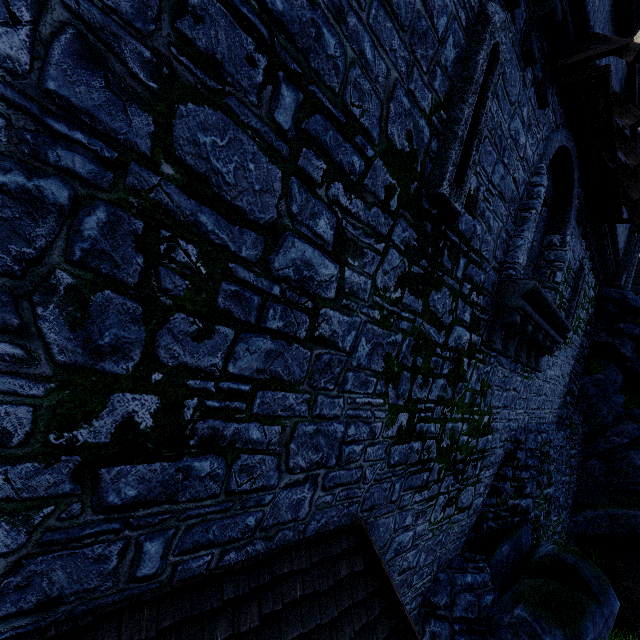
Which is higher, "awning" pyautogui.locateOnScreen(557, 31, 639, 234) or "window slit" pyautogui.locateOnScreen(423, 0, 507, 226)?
"awning" pyautogui.locateOnScreen(557, 31, 639, 234)

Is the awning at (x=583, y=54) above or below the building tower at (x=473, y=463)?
above

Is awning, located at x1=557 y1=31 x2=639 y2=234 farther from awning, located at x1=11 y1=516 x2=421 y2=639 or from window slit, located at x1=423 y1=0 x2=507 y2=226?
awning, located at x1=11 y1=516 x2=421 y2=639

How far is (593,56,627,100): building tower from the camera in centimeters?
674cm

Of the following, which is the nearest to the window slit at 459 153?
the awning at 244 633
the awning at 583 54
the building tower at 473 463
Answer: the building tower at 473 463

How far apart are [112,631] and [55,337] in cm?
212

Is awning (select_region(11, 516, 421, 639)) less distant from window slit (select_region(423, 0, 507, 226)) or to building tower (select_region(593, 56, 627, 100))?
building tower (select_region(593, 56, 627, 100))
